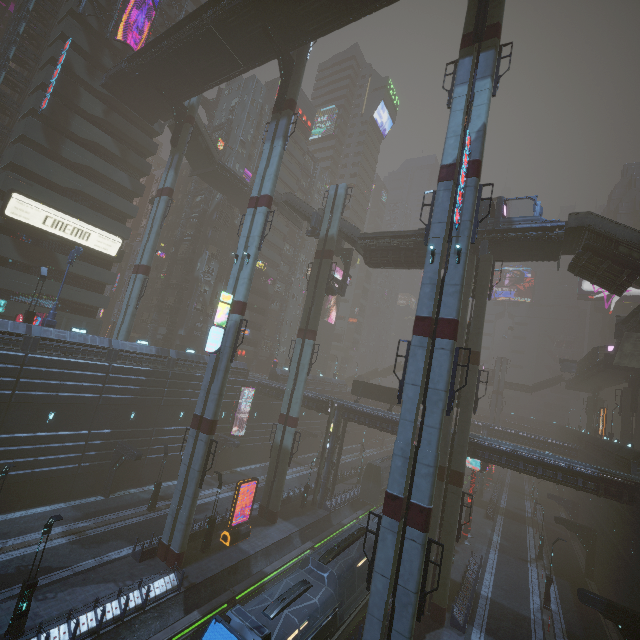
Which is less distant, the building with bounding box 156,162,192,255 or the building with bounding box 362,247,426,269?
the building with bounding box 362,247,426,269

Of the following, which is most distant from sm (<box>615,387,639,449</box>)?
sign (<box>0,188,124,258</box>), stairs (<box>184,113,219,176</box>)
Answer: stairs (<box>184,113,219,176</box>)

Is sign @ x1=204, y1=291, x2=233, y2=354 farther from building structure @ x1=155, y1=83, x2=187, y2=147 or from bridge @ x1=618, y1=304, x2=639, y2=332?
bridge @ x1=618, y1=304, x2=639, y2=332

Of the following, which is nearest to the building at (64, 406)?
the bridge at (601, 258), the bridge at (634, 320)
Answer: the bridge at (634, 320)

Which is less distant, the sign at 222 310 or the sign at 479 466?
the sign at 222 310

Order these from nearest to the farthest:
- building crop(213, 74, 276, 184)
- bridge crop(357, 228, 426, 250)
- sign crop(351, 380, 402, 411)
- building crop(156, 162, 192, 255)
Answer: bridge crop(357, 228, 426, 250) → sign crop(351, 380, 402, 411) → building crop(213, 74, 276, 184) → building crop(156, 162, 192, 255)

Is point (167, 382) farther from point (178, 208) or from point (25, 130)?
point (178, 208)

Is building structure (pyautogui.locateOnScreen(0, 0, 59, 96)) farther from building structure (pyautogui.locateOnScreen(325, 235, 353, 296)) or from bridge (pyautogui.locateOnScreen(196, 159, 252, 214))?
bridge (pyautogui.locateOnScreen(196, 159, 252, 214))
